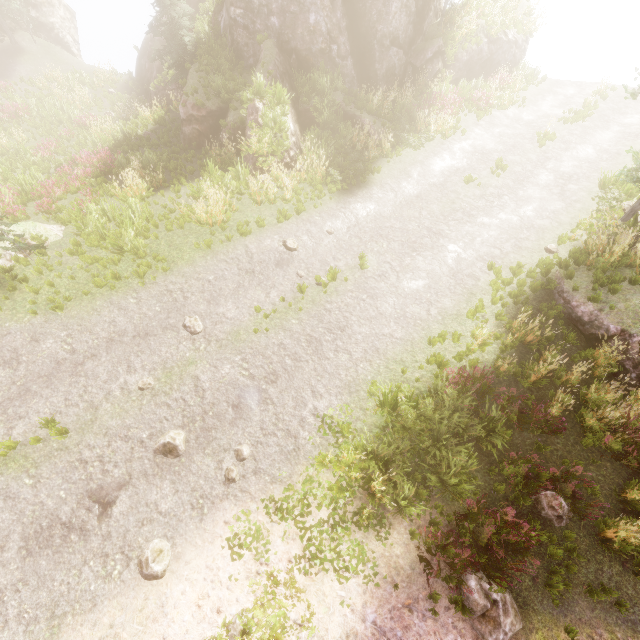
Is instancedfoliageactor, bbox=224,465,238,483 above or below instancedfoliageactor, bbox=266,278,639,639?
below

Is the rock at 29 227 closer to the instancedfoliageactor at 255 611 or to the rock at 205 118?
the instancedfoliageactor at 255 611

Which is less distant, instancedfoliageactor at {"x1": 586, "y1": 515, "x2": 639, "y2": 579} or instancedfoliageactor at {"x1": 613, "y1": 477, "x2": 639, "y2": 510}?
instancedfoliageactor at {"x1": 586, "y1": 515, "x2": 639, "y2": 579}

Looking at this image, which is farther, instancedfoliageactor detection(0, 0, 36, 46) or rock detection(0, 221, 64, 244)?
instancedfoliageactor detection(0, 0, 36, 46)

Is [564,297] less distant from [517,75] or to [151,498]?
[151,498]

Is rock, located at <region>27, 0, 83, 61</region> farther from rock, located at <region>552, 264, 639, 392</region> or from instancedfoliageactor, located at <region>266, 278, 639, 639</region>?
rock, located at <region>552, 264, 639, 392</region>

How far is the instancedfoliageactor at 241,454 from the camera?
7.4m
